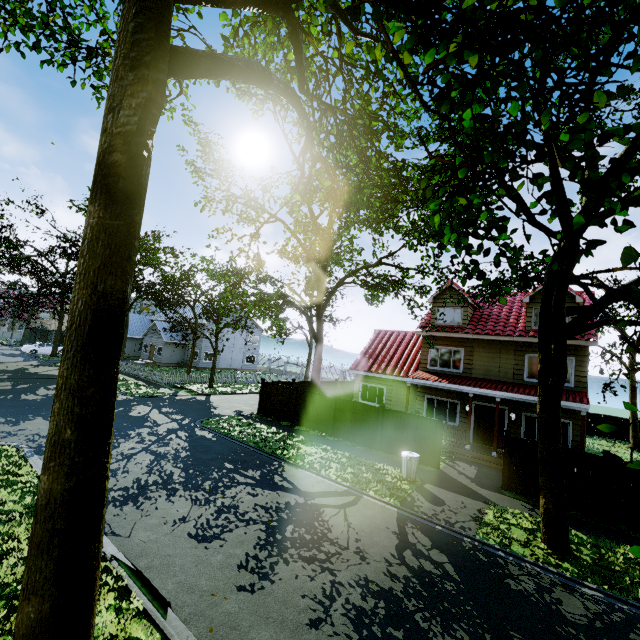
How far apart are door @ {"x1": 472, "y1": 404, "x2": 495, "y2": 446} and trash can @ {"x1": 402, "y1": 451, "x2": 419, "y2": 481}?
6.88m

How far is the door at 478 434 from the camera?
17.1m

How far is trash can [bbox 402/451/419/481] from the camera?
12.0 meters

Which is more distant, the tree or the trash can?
the trash can

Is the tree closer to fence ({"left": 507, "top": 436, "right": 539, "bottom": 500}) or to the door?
fence ({"left": 507, "top": 436, "right": 539, "bottom": 500})

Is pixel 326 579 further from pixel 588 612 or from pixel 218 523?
pixel 588 612

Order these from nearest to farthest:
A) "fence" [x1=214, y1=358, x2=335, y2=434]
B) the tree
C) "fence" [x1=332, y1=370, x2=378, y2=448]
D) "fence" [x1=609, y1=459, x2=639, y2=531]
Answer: the tree → "fence" [x1=609, y1=459, x2=639, y2=531] → "fence" [x1=332, y1=370, x2=378, y2=448] → "fence" [x1=214, y1=358, x2=335, y2=434]

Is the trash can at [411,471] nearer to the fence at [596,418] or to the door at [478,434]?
the fence at [596,418]
